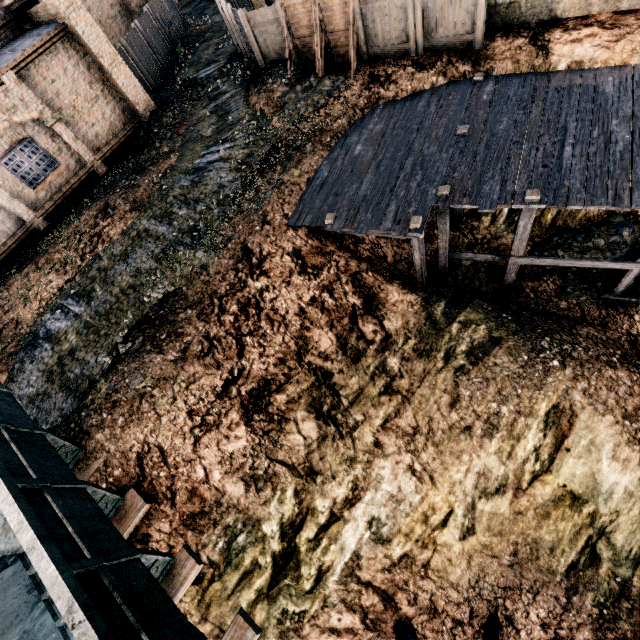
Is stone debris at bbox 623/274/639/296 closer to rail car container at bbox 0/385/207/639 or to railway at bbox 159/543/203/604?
railway at bbox 159/543/203/604

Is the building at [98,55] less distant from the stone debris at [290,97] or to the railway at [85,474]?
the stone debris at [290,97]

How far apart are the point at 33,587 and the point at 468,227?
17.9m

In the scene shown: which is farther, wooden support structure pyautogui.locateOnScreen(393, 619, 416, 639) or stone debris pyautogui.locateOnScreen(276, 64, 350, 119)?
stone debris pyautogui.locateOnScreen(276, 64, 350, 119)

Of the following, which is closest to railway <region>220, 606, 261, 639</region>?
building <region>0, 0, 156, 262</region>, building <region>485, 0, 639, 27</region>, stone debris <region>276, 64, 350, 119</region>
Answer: building <region>0, 0, 156, 262</region>

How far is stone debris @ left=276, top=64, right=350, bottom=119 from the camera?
14.59m

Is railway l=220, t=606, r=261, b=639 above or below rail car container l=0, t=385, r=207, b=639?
below

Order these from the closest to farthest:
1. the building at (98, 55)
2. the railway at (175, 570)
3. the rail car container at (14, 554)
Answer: the rail car container at (14, 554)
the railway at (175, 570)
the building at (98, 55)
